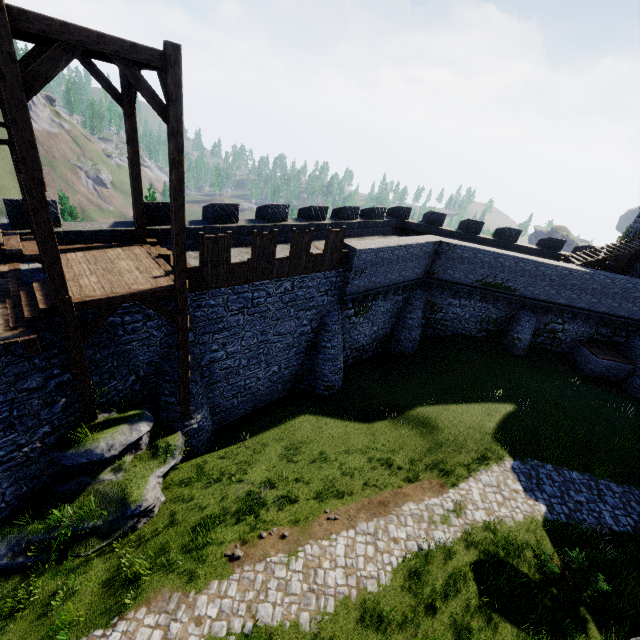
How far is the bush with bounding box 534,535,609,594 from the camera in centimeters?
994cm

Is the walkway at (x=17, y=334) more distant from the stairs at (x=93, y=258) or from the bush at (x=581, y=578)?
the bush at (x=581, y=578)

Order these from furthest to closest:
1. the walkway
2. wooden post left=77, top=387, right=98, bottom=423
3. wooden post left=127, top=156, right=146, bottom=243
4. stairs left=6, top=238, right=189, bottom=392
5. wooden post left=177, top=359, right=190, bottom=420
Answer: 1. wooden post left=177, top=359, right=190, bottom=420
2. wooden post left=127, top=156, right=146, bottom=243
3. wooden post left=77, top=387, right=98, bottom=423
4. stairs left=6, top=238, right=189, bottom=392
5. the walkway

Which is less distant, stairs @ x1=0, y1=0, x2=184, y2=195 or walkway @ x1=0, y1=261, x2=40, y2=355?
stairs @ x1=0, y1=0, x2=184, y2=195

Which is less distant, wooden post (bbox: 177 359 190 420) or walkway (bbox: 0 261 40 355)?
walkway (bbox: 0 261 40 355)

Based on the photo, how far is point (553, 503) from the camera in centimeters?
1316cm

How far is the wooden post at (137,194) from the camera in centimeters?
1107cm

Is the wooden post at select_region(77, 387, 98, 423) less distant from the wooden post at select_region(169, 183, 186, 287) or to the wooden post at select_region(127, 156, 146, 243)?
the wooden post at select_region(169, 183, 186, 287)
